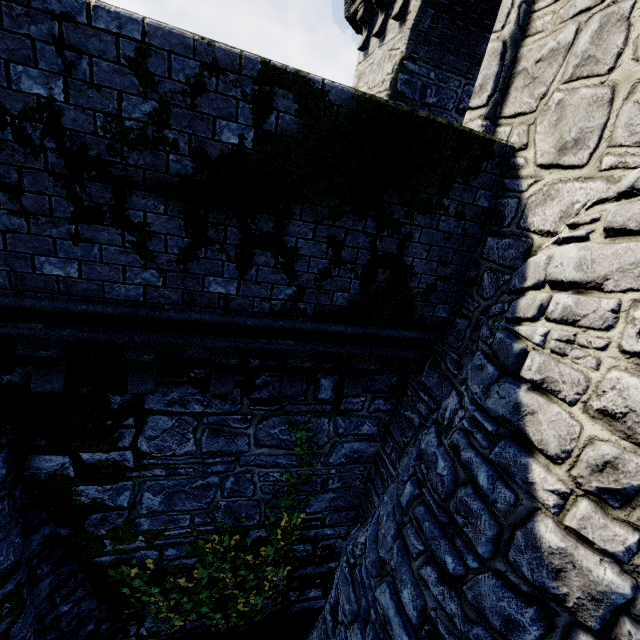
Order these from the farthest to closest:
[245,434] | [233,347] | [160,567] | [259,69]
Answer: [160,567] → [245,434] → [233,347] → [259,69]

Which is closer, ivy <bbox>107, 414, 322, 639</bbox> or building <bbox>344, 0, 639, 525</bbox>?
building <bbox>344, 0, 639, 525</bbox>

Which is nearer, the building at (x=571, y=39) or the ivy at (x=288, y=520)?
the building at (x=571, y=39)

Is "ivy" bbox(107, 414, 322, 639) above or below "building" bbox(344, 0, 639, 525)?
below

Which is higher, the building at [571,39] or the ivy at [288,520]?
the building at [571,39]
